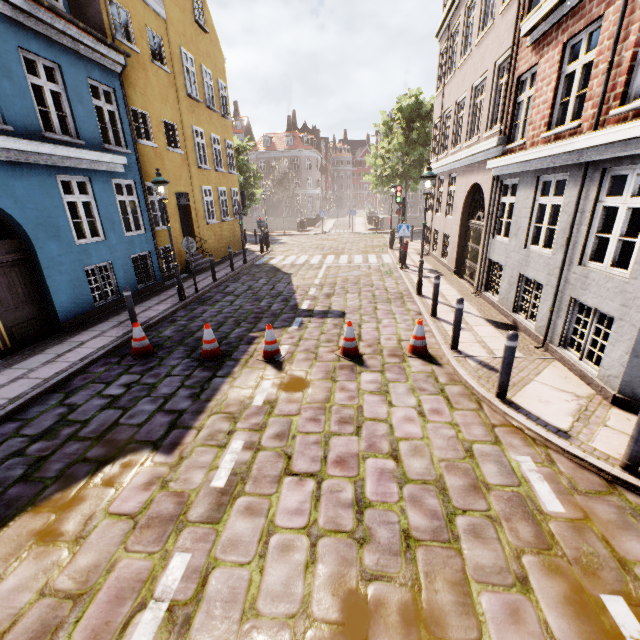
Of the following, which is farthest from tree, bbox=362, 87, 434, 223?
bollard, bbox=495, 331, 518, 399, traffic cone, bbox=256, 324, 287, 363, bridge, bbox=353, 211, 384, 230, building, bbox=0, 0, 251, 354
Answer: bollard, bbox=495, 331, 518, 399

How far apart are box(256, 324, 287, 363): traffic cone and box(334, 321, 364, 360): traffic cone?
1.0 meters

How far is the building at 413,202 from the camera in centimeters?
5603cm

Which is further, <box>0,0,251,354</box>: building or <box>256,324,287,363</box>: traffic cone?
<box>0,0,251,354</box>: building

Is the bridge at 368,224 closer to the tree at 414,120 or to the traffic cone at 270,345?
the tree at 414,120

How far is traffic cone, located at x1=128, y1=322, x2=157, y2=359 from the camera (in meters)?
7.01

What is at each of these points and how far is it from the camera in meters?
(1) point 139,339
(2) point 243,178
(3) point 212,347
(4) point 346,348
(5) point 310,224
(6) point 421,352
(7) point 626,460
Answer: (1) traffic cone, 7.0 m
(2) tree, 29.0 m
(3) traffic cone, 6.8 m
(4) traffic cone, 6.7 m
(5) bridge, 36.1 m
(6) traffic cone, 6.7 m
(7) bollard, 3.7 m

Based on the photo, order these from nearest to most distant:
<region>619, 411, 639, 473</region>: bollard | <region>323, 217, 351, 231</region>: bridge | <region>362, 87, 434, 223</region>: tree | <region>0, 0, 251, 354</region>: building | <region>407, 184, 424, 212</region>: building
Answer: <region>619, 411, 639, 473</region>: bollard
<region>0, 0, 251, 354</region>: building
<region>362, 87, 434, 223</region>: tree
<region>323, 217, 351, 231</region>: bridge
<region>407, 184, 424, 212</region>: building
